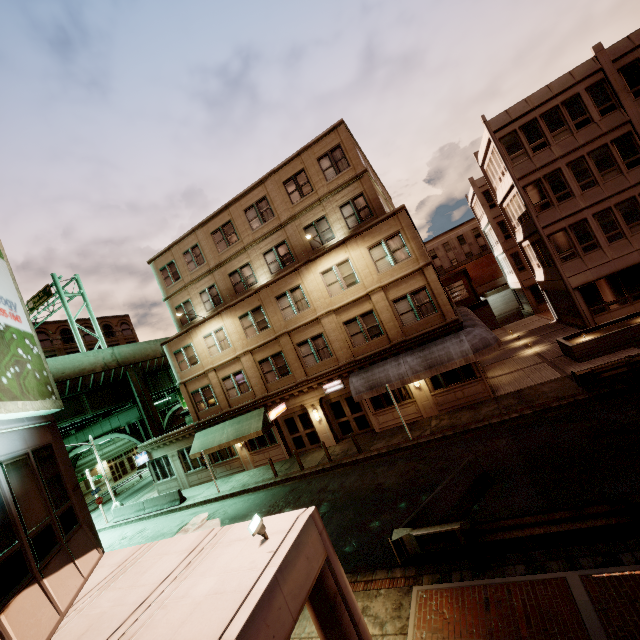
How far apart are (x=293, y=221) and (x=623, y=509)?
20.40m

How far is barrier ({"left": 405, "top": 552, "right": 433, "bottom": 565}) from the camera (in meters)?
8.75

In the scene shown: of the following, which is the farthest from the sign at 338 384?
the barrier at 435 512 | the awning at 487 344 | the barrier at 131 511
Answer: the barrier at 131 511

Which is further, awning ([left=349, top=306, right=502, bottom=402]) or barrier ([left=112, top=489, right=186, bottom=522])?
barrier ([left=112, top=489, right=186, bottom=522])

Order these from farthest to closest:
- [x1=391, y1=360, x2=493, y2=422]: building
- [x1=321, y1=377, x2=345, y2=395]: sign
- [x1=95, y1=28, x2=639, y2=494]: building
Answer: [x1=321, y1=377, x2=345, y2=395]: sign
[x1=95, y1=28, x2=639, y2=494]: building
[x1=391, y1=360, x2=493, y2=422]: building

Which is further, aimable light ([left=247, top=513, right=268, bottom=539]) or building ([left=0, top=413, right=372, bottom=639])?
aimable light ([left=247, top=513, right=268, bottom=539])

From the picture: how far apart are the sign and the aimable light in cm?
1478

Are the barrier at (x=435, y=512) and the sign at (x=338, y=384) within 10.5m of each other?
yes
